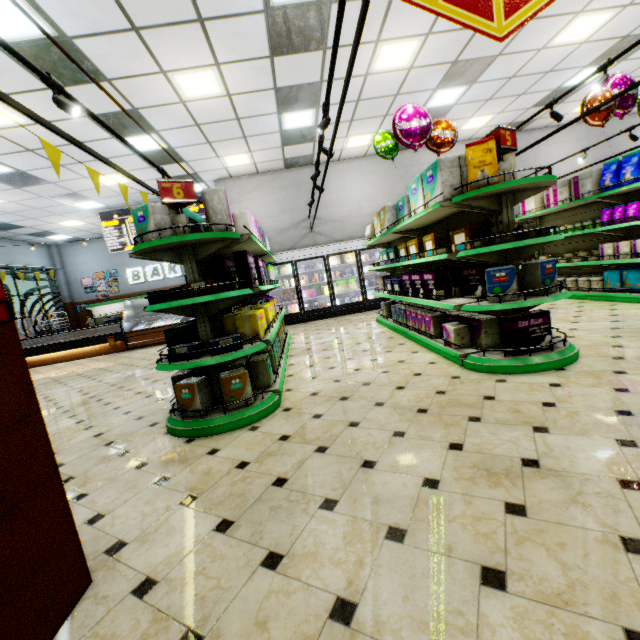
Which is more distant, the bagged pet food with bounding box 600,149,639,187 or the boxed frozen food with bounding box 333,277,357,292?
the boxed frozen food with bounding box 333,277,357,292

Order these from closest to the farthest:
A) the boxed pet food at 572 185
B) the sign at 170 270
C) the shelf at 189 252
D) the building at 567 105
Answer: the shelf at 189 252 < the boxed pet food at 572 185 < the building at 567 105 < the sign at 170 270

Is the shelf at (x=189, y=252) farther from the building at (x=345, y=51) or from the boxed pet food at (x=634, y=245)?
the boxed pet food at (x=634, y=245)

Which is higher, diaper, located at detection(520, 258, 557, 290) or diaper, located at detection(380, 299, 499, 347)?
diaper, located at detection(520, 258, 557, 290)

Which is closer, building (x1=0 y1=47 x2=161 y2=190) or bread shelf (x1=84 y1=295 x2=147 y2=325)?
building (x1=0 y1=47 x2=161 y2=190)

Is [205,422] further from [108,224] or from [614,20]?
[108,224]

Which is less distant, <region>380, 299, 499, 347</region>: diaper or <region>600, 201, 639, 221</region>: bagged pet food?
<region>380, 299, 499, 347</region>: diaper

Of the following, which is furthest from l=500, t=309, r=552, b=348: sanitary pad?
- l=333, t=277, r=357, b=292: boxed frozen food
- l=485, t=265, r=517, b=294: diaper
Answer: l=333, t=277, r=357, b=292: boxed frozen food
